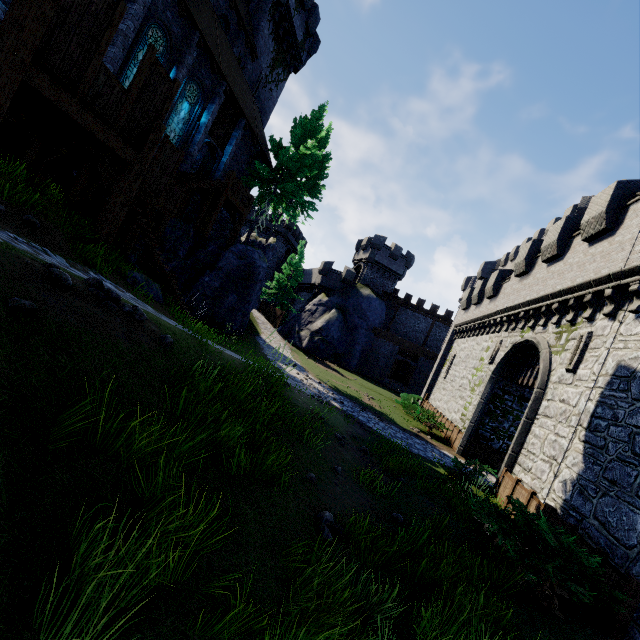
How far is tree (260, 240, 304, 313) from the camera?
37.8m

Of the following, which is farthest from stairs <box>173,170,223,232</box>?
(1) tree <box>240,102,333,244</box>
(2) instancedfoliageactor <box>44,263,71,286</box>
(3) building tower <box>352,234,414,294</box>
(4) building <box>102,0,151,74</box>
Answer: (3) building tower <box>352,234,414,294</box>

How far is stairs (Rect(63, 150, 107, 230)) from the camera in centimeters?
841cm

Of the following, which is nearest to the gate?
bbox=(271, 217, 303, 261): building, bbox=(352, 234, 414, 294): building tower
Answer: bbox=(352, 234, 414, 294): building tower

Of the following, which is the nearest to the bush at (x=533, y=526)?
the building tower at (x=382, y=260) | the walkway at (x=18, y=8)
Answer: the walkway at (x=18, y=8)

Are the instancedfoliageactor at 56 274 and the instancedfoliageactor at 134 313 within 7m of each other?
yes

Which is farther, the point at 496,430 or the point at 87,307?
the point at 496,430

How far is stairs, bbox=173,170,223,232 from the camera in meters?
16.0 m
